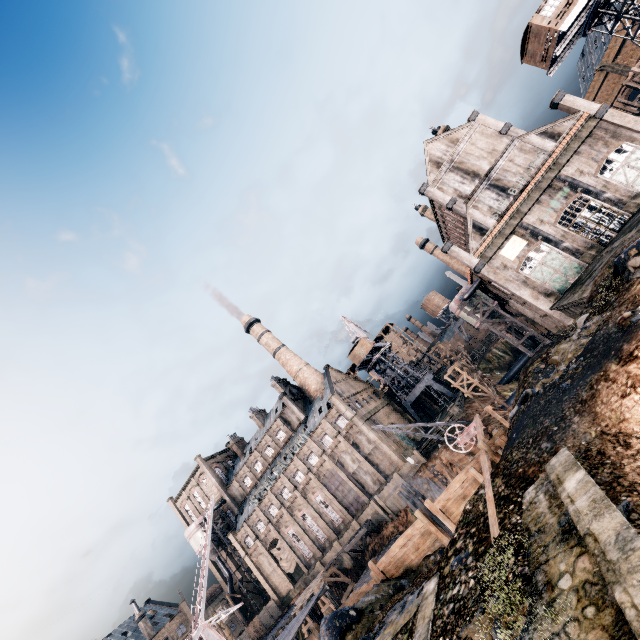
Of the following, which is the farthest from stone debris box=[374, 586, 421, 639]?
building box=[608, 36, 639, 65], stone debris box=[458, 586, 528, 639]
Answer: building box=[608, 36, 639, 65]

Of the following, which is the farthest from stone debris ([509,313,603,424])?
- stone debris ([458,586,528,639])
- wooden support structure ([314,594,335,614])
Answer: wooden support structure ([314,594,335,614])

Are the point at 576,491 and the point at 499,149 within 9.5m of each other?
no

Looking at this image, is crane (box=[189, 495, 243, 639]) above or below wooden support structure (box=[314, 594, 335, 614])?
above

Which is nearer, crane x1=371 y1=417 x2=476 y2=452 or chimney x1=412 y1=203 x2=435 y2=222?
crane x1=371 y1=417 x2=476 y2=452

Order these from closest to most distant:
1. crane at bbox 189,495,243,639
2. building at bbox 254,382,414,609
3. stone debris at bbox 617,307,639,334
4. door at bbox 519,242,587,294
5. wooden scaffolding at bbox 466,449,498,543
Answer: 1. wooden scaffolding at bbox 466,449,498,543
2. stone debris at bbox 617,307,639,334
3. crane at bbox 189,495,243,639
4. door at bbox 519,242,587,294
5. building at bbox 254,382,414,609

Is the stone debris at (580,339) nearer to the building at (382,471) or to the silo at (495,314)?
the silo at (495,314)

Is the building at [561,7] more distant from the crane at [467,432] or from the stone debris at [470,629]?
the stone debris at [470,629]
